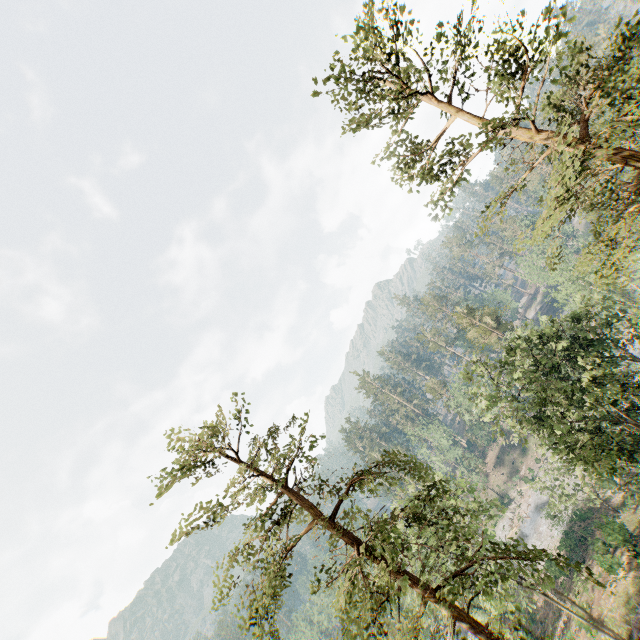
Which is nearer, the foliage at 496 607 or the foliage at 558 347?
the foliage at 558 347

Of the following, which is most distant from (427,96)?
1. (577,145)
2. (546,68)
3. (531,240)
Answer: (531,240)

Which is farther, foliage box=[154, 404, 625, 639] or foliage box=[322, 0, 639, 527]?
foliage box=[154, 404, 625, 639]
